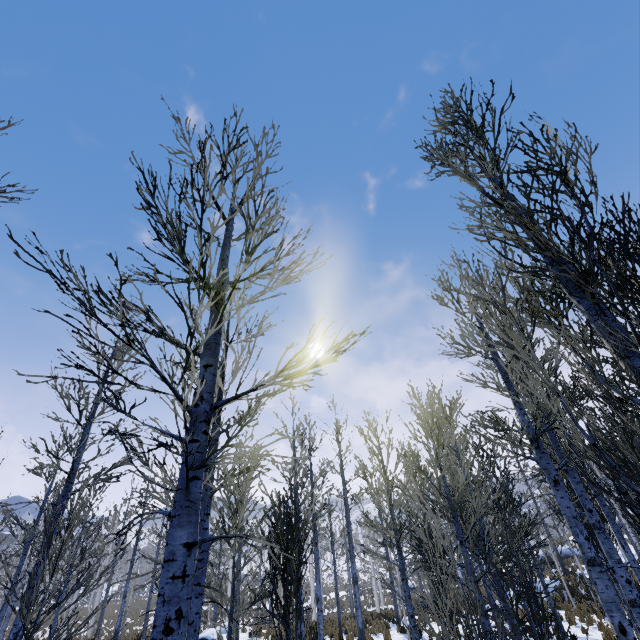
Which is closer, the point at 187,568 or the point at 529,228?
the point at 187,568
